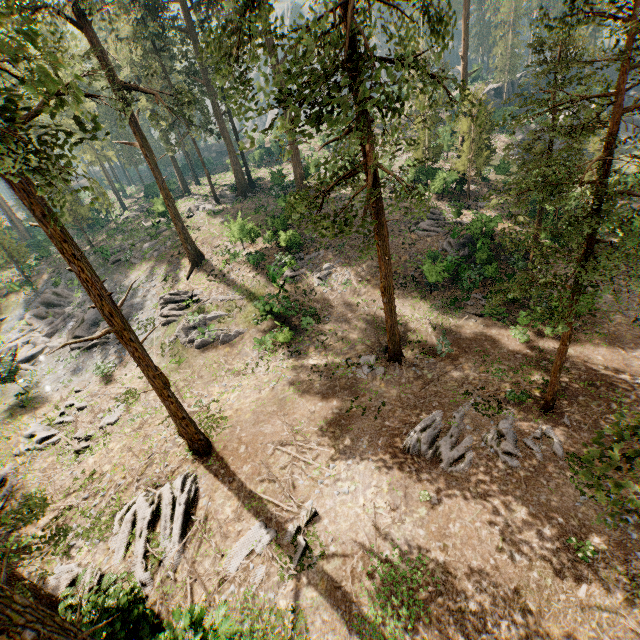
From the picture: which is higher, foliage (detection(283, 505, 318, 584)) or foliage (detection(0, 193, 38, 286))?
foliage (detection(0, 193, 38, 286))

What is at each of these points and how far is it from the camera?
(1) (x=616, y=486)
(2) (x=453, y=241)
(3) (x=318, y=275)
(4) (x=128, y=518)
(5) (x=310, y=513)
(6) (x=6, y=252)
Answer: (1) foliage, 4.47m
(2) foliage, 27.03m
(3) foliage, 25.97m
(4) foliage, 13.77m
(5) foliage, 12.47m
(6) foliage, 33.84m

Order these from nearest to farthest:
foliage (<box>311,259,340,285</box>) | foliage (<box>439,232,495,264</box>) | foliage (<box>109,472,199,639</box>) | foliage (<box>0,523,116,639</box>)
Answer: foliage (<box>0,523,116,639</box>)
foliage (<box>109,472,199,639</box>)
foliage (<box>439,232,495,264</box>)
foliage (<box>311,259,340,285</box>)

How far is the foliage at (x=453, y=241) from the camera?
24.41m

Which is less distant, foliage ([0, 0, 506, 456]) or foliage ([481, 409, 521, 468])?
foliage ([0, 0, 506, 456])

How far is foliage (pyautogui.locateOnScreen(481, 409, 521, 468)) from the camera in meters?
12.9

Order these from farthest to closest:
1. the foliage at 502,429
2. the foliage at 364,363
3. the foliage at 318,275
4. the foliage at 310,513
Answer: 1. the foliage at 318,275
2. the foliage at 364,363
3. the foliage at 502,429
4. the foliage at 310,513
